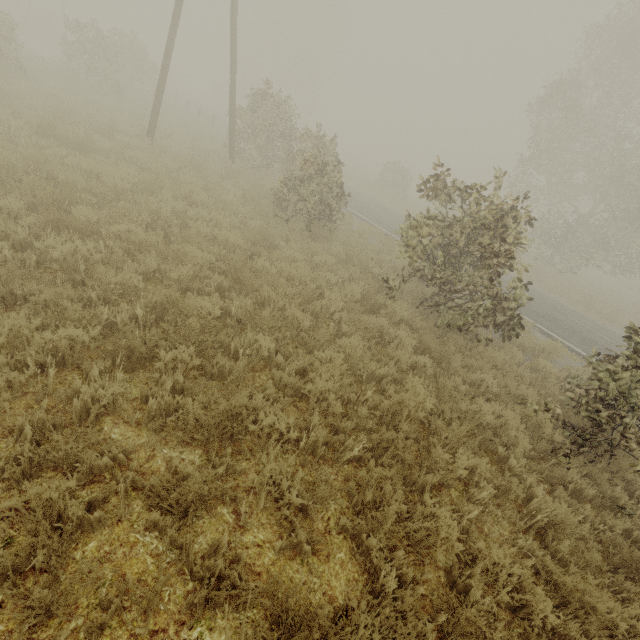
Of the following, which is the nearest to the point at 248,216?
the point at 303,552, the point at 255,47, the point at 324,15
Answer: the point at 303,552
